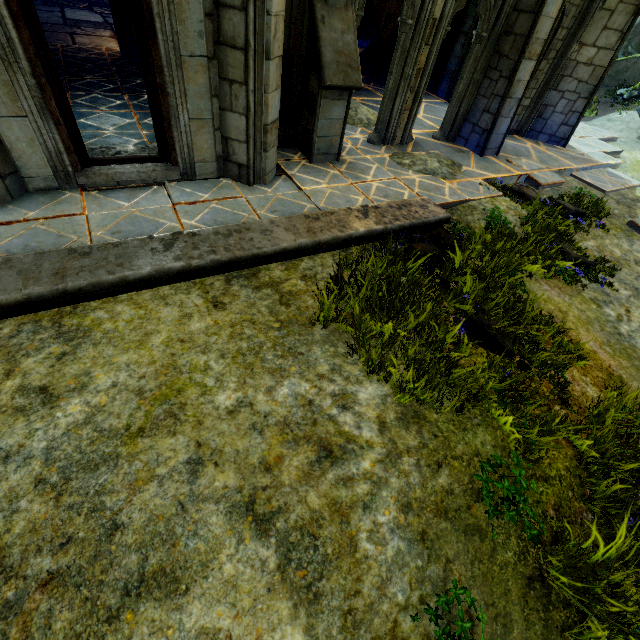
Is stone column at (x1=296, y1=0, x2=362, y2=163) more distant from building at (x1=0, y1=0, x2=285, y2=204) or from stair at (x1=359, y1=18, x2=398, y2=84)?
stair at (x1=359, y1=18, x2=398, y2=84)

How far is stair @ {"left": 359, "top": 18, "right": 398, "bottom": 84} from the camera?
12.2 meters

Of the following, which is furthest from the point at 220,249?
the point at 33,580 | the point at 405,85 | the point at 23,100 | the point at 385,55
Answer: the point at 385,55

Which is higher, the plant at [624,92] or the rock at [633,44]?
the rock at [633,44]

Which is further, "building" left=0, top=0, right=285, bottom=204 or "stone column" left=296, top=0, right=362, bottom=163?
"stone column" left=296, top=0, right=362, bottom=163

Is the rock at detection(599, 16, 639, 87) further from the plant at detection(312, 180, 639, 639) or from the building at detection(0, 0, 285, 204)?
the plant at detection(312, 180, 639, 639)

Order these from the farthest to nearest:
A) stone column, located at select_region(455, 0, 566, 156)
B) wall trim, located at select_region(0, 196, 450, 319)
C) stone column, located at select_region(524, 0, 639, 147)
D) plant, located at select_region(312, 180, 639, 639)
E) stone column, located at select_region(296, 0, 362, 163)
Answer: stone column, located at select_region(524, 0, 639, 147) < stone column, located at select_region(455, 0, 566, 156) < stone column, located at select_region(296, 0, 362, 163) < wall trim, located at select_region(0, 196, 450, 319) < plant, located at select_region(312, 180, 639, 639)

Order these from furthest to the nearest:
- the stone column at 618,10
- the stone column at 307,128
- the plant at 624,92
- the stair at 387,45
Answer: the plant at 624,92 → the stair at 387,45 → the stone column at 618,10 → the stone column at 307,128
